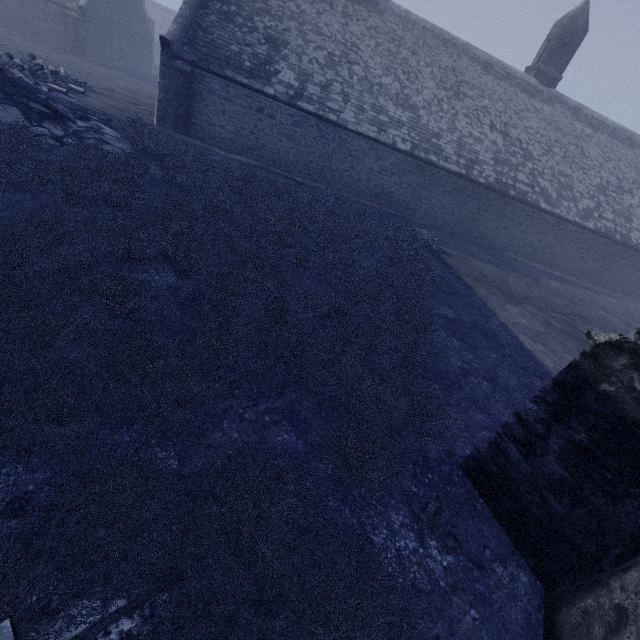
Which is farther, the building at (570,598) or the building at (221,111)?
the building at (221,111)

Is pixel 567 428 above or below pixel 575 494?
above

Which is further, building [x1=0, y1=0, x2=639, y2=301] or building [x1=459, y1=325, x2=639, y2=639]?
building [x1=0, y1=0, x2=639, y2=301]
